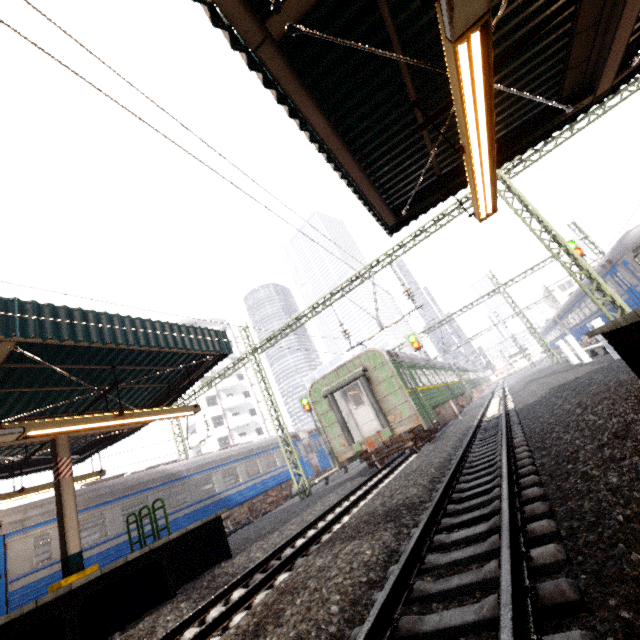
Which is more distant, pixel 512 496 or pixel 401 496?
pixel 401 496

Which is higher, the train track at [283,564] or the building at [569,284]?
the building at [569,284]

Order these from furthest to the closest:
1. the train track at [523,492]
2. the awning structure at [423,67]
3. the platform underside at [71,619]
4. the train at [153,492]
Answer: the train at [153,492] → the platform underside at [71,619] → the awning structure at [423,67] → the train track at [523,492]

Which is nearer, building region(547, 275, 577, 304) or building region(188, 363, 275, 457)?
building region(188, 363, 275, 457)

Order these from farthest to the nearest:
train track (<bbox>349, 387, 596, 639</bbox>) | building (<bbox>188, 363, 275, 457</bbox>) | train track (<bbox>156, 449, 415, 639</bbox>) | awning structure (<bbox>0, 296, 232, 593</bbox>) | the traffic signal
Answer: building (<bbox>188, 363, 275, 457</bbox>) → the traffic signal → awning structure (<bbox>0, 296, 232, 593</bbox>) → train track (<bbox>156, 449, 415, 639</bbox>) → train track (<bbox>349, 387, 596, 639</bbox>)

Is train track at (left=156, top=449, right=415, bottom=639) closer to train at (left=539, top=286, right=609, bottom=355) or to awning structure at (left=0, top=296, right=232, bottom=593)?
awning structure at (left=0, top=296, right=232, bottom=593)

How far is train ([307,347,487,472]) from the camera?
12.5 meters

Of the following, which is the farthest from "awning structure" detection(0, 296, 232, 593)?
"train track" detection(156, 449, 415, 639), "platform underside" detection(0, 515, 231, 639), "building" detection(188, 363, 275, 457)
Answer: "building" detection(188, 363, 275, 457)
